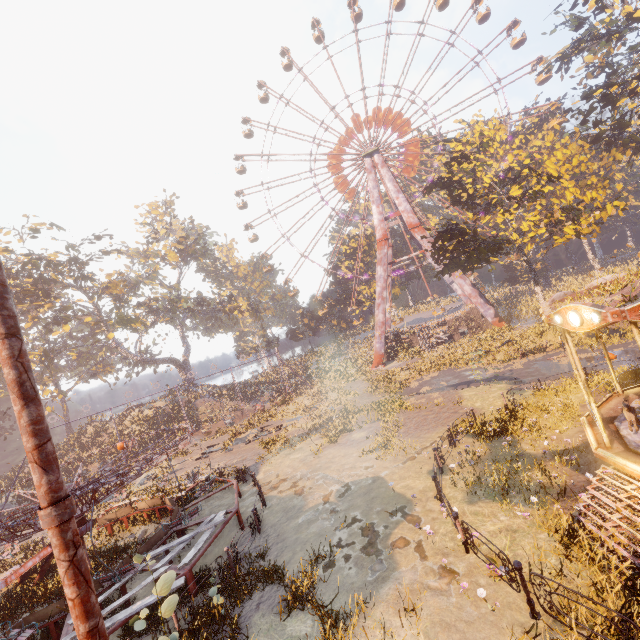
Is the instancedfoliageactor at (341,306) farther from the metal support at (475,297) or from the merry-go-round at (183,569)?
the merry-go-round at (183,569)

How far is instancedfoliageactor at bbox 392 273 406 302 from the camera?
52.52m

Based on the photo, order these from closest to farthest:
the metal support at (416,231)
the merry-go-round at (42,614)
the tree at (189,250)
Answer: the merry-go-round at (42,614)
the tree at (189,250)
the metal support at (416,231)

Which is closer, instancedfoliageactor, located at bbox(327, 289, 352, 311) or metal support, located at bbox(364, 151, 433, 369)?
metal support, located at bbox(364, 151, 433, 369)

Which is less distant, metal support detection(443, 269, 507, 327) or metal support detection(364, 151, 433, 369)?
metal support detection(443, 269, 507, 327)

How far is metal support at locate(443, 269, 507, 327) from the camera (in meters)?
36.56

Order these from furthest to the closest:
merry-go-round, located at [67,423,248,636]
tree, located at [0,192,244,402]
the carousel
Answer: tree, located at [0,192,244,402]
merry-go-round, located at [67,423,248,636]
the carousel

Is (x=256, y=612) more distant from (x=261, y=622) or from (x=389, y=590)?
(x=389, y=590)
